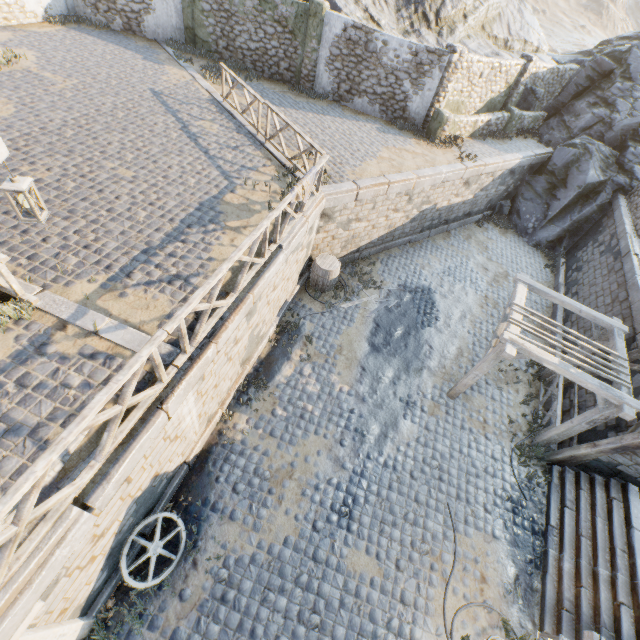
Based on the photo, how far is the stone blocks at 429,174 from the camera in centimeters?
445cm

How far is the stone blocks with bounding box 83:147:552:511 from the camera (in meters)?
4.45

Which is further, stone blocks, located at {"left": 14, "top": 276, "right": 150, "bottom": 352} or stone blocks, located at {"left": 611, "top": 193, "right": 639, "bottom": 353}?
stone blocks, located at {"left": 611, "top": 193, "right": 639, "bottom": 353}

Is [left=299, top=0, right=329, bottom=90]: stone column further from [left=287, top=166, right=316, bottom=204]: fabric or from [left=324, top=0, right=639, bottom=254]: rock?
[left=324, top=0, right=639, bottom=254]: rock

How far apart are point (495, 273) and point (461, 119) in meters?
7.3

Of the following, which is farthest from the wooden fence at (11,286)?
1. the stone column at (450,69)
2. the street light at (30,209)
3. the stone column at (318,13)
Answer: the stone column at (450,69)

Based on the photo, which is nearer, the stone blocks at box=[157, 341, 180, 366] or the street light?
the street light

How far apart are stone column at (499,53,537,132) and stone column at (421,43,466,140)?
5.0 meters
